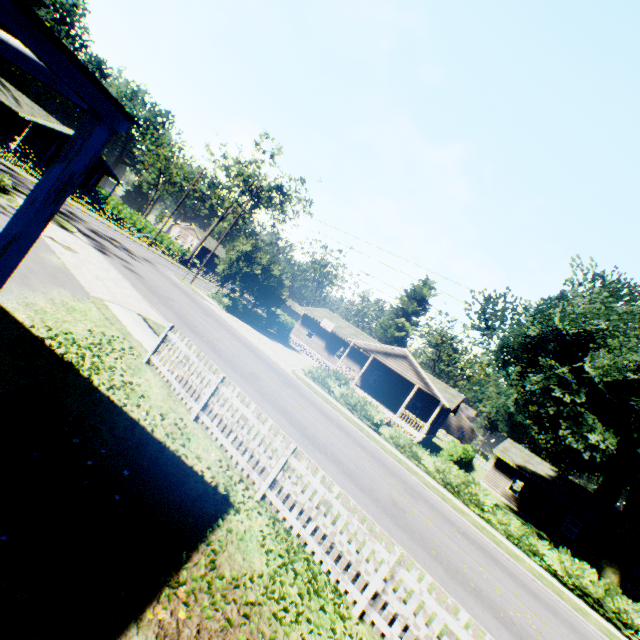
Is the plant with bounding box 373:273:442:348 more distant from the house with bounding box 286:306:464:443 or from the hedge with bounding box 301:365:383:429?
the hedge with bounding box 301:365:383:429

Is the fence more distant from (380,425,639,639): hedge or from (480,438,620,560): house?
(480,438,620,560): house

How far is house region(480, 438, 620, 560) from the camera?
28.7 meters

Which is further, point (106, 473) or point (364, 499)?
point (364, 499)

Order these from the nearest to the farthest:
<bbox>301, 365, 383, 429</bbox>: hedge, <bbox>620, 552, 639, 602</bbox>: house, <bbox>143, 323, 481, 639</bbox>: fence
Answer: <bbox>143, 323, 481, 639</bbox>: fence, <bbox>301, 365, 383, 429</bbox>: hedge, <bbox>620, 552, 639, 602</bbox>: house

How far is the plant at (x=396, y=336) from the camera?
48.1m

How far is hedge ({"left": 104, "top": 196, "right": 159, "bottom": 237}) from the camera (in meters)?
48.97

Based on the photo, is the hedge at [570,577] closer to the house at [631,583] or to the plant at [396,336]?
the plant at [396,336]
